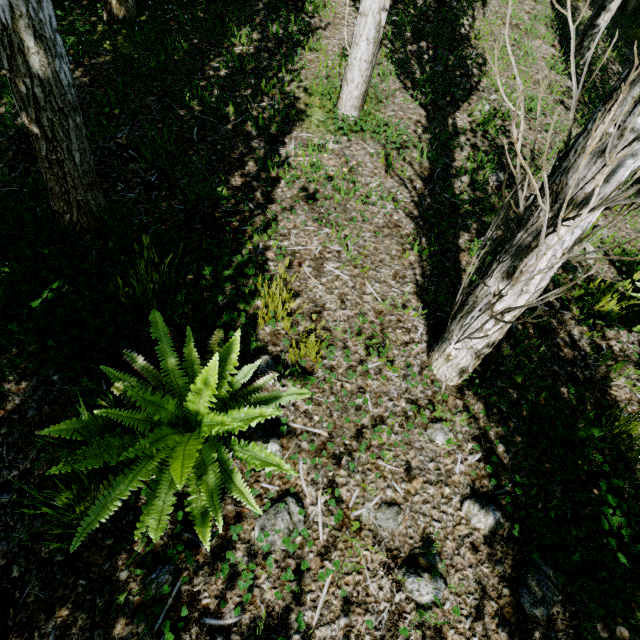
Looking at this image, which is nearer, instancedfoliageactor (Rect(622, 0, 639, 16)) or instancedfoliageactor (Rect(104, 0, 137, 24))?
instancedfoliageactor (Rect(104, 0, 137, 24))

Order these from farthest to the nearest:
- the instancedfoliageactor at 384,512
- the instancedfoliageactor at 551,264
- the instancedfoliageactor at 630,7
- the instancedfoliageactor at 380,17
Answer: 1. the instancedfoliageactor at 630,7
2. the instancedfoliageactor at 380,17
3. the instancedfoliageactor at 384,512
4. the instancedfoliageactor at 551,264

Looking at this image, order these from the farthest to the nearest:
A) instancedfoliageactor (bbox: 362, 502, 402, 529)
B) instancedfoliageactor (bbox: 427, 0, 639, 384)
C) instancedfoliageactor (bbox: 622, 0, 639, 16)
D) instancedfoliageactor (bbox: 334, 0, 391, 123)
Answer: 1. instancedfoliageactor (bbox: 622, 0, 639, 16)
2. instancedfoliageactor (bbox: 334, 0, 391, 123)
3. instancedfoliageactor (bbox: 362, 502, 402, 529)
4. instancedfoliageactor (bbox: 427, 0, 639, 384)

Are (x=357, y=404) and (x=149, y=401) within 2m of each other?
yes

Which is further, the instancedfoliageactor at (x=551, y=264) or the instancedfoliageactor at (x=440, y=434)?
the instancedfoliageactor at (x=440, y=434)
